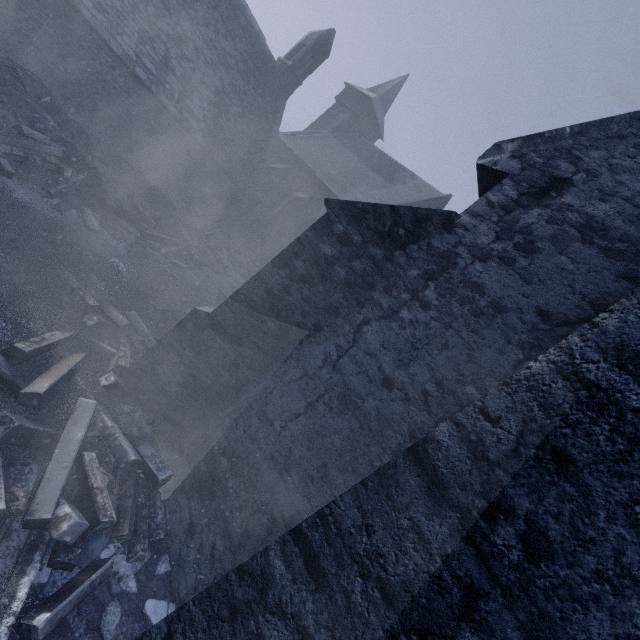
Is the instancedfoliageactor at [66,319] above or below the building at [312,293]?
below

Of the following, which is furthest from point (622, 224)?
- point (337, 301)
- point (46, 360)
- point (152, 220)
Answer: point (152, 220)

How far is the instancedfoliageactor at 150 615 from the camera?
3.80m

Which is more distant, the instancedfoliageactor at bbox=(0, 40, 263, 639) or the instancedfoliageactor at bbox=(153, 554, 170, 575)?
the instancedfoliageactor at bbox=(153, 554, 170, 575)

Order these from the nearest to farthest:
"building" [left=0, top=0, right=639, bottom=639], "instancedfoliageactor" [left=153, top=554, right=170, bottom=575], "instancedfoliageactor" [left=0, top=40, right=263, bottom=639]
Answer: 1. "building" [left=0, top=0, right=639, bottom=639]
2. "instancedfoliageactor" [left=0, top=40, right=263, bottom=639]
3. "instancedfoliageactor" [left=153, top=554, right=170, bottom=575]

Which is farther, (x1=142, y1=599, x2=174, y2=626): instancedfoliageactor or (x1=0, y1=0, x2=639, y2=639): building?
(x1=142, y1=599, x2=174, y2=626): instancedfoliageactor

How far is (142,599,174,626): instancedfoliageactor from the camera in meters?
3.8
